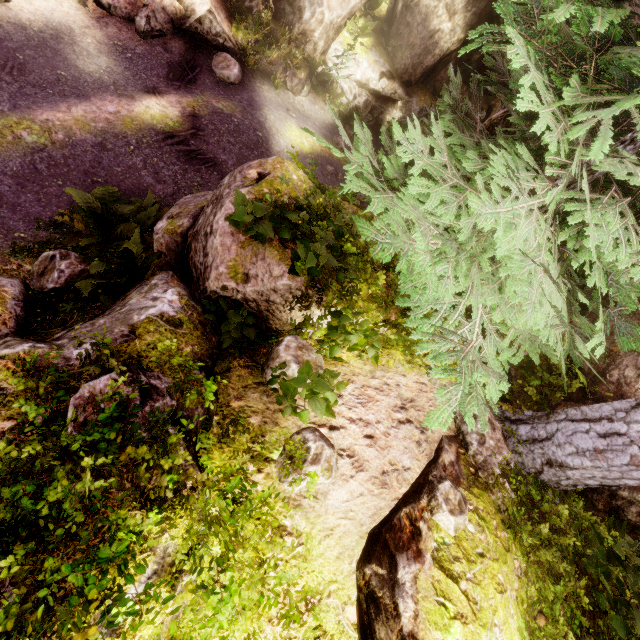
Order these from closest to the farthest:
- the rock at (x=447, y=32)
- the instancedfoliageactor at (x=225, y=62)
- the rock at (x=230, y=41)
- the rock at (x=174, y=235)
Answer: the rock at (x=174, y=235), the rock at (x=230, y=41), the instancedfoliageactor at (x=225, y=62), the rock at (x=447, y=32)

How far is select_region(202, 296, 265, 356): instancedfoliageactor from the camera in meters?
4.0

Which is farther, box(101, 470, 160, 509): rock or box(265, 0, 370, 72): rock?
box(265, 0, 370, 72): rock

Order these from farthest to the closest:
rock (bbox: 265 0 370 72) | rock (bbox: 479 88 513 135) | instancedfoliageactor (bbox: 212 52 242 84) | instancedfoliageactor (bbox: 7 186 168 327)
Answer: rock (bbox: 265 0 370 72) < instancedfoliageactor (bbox: 212 52 242 84) < rock (bbox: 479 88 513 135) < instancedfoliageactor (bbox: 7 186 168 327)

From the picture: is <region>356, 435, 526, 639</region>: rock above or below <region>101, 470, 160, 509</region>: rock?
above

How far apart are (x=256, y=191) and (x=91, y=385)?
3.12m

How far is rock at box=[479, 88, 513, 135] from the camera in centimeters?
669cm

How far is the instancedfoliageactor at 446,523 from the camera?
2.8m
